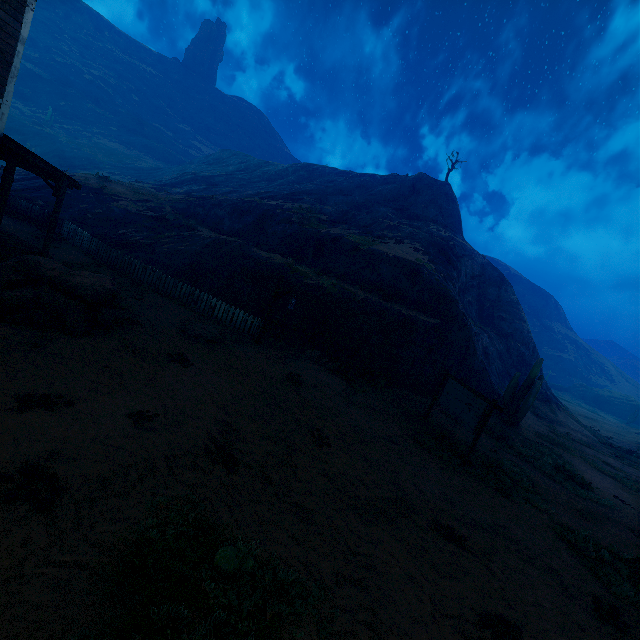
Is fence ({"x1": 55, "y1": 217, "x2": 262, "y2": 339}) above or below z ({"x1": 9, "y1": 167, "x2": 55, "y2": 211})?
below

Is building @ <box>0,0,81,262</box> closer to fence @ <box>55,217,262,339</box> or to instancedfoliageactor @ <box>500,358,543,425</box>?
fence @ <box>55,217,262,339</box>

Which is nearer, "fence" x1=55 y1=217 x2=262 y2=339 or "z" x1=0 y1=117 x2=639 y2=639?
"z" x1=0 y1=117 x2=639 y2=639

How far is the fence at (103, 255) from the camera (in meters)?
14.02

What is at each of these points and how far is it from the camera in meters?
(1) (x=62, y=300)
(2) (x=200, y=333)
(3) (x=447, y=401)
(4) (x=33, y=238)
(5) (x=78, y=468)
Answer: (1) instancedfoliageactor, 8.3 m
(2) instancedfoliageactor, 11.8 m
(3) sign, 12.2 m
(4) z, 16.1 m
(5) z, 4.5 m

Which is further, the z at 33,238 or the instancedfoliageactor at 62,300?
the z at 33,238

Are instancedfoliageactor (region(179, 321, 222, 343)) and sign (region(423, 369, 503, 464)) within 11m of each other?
yes

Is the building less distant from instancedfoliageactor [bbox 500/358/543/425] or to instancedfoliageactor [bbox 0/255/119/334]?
instancedfoliageactor [bbox 0/255/119/334]
